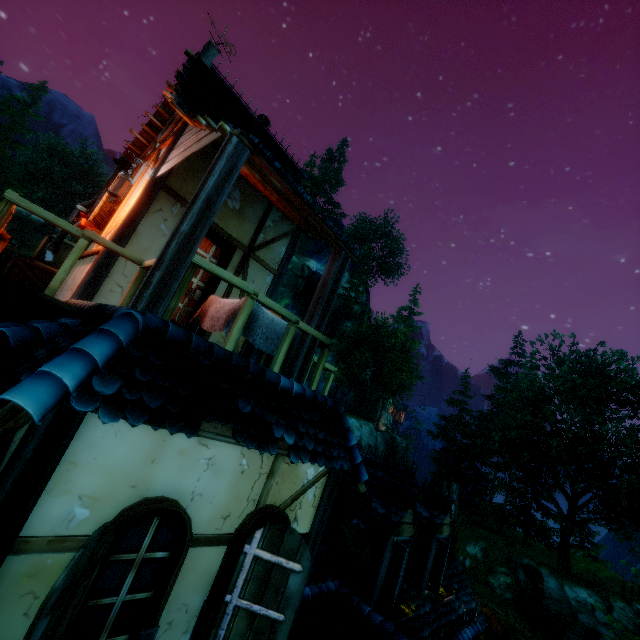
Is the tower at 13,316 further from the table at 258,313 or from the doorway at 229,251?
the table at 258,313

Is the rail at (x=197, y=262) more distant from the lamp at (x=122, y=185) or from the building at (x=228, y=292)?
the lamp at (x=122, y=185)

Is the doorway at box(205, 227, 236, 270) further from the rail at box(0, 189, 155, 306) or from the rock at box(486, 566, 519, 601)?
the rock at box(486, 566, 519, 601)

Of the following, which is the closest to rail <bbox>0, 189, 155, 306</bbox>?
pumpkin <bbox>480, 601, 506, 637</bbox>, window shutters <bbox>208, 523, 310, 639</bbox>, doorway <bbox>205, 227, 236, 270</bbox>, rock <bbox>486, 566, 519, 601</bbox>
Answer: doorway <bbox>205, 227, 236, 270</bbox>

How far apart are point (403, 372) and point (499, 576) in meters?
20.6 m

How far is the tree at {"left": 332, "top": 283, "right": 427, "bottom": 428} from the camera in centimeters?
4000cm

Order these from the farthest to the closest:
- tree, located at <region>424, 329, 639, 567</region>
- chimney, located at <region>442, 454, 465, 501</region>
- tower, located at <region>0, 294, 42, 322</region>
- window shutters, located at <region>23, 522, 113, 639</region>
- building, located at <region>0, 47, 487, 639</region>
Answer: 1. tree, located at <region>424, 329, 639, 567</region>
2. chimney, located at <region>442, 454, 465, 501</region>
3. tower, located at <region>0, 294, 42, 322</region>
4. building, located at <region>0, 47, 487, 639</region>
5. window shutters, located at <region>23, 522, 113, 639</region>

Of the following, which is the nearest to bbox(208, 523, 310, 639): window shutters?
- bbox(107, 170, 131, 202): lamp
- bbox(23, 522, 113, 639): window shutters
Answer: bbox(23, 522, 113, 639): window shutters
